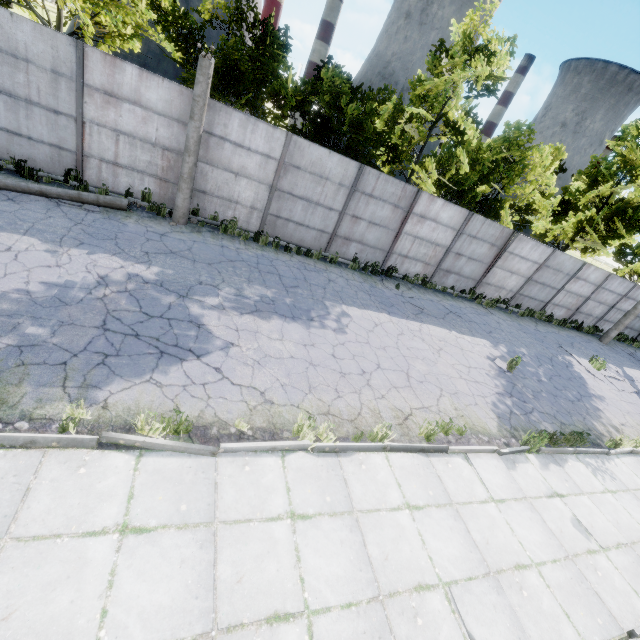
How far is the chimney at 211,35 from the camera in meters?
54.3

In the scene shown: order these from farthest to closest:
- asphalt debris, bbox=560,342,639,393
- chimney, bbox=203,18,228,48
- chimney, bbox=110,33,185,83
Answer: chimney, bbox=203,18,228,48, chimney, bbox=110,33,185,83, asphalt debris, bbox=560,342,639,393

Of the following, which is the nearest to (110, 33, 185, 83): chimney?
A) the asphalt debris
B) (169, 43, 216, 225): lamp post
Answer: (169, 43, 216, 225): lamp post

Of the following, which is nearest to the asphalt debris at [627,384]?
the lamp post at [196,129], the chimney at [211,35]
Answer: the lamp post at [196,129]

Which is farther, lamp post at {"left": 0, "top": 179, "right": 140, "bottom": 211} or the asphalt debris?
the asphalt debris

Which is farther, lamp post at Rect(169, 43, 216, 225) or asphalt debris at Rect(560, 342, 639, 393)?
asphalt debris at Rect(560, 342, 639, 393)

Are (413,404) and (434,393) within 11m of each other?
yes
